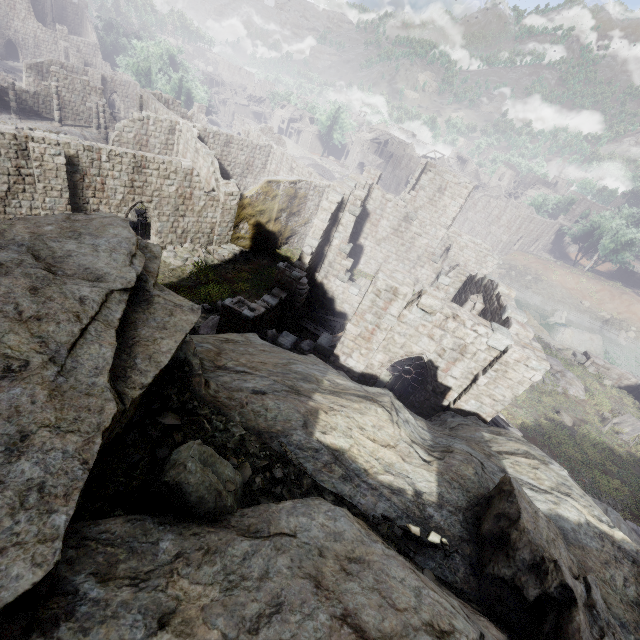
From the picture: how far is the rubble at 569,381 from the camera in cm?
2297

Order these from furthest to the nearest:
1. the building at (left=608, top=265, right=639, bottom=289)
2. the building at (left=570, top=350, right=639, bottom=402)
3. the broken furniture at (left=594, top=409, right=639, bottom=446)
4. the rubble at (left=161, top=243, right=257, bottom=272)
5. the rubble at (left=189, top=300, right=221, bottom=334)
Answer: the building at (left=608, top=265, right=639, bottom=289)
the building at (left=570, top=350, right=639, bottom=402)
the rubble at (left=161, top=243, right=257, bottom=272)
the broken furniture at (left=594, top=409, right=639, bottom=446)
the rubble at (left=189, top=300, right=221, bottom=334)

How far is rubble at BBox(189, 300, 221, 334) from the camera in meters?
15.9 m

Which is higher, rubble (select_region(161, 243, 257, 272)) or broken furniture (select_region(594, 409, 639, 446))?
broken furniture (select_region(594, 409, 639, 446))

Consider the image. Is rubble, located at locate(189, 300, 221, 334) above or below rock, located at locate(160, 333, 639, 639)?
below

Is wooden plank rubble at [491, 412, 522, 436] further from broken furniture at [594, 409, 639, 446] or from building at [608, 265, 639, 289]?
broken furniture at [594, 409, 639, 446]

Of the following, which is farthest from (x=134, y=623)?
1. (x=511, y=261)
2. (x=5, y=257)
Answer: (x=511, y=261)

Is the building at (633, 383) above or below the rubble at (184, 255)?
above
